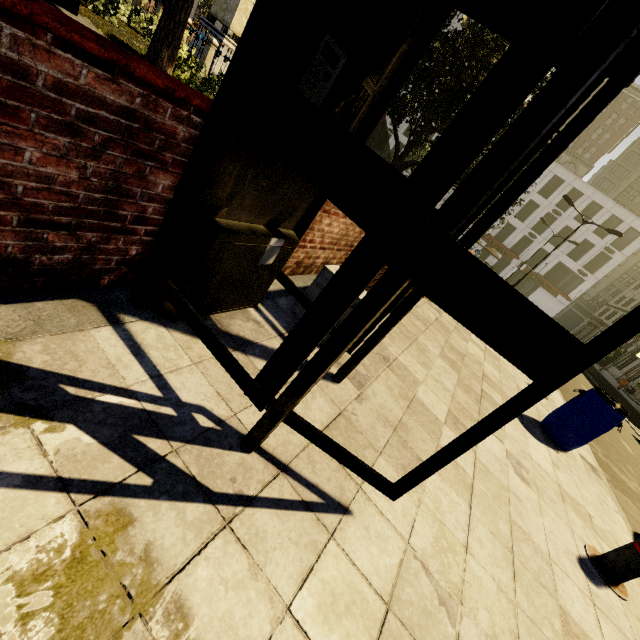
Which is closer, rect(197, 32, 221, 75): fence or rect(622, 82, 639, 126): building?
rect(197, 32, 221, 75): fence

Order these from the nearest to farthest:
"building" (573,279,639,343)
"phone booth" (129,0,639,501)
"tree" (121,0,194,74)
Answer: "phone booth" (129,0,639,501) → "tree" (121,0,194,74) → "building" (573,279,639,343)

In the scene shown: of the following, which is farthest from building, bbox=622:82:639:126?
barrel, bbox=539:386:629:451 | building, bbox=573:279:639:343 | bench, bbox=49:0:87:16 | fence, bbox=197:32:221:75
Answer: bench, bbox=49:0:87:16

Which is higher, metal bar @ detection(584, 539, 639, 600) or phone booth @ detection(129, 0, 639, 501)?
phone booth @ detection(129, 0, 639, 501)

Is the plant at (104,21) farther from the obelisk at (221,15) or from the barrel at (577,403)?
the barrel at (577,403)

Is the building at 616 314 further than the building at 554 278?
Yes

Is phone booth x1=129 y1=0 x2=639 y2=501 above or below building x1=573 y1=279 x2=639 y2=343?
below

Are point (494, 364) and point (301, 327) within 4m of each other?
no
